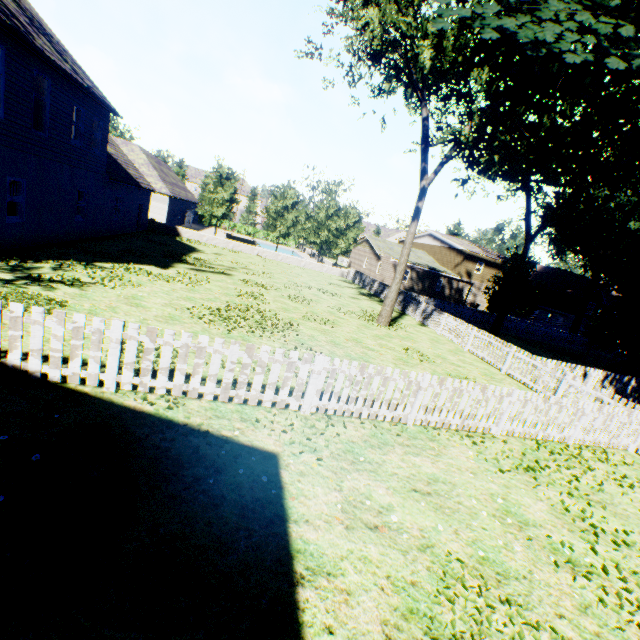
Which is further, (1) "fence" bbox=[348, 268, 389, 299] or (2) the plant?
(1) "fence" bbox=[348, 268, 389, 299]

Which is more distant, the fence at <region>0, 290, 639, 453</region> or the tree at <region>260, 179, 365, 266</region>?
the tree at <region>260, 179, 365, 266</region>

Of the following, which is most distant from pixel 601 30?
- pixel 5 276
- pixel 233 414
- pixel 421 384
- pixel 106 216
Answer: pixel 106 216

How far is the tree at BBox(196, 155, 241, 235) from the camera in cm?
3111

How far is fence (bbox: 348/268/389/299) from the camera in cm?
2647

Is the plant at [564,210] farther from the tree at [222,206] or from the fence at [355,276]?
the tree at [222,206]

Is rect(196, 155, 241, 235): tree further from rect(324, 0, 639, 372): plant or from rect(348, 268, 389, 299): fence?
rect(324, 0, 639, 372): plant
